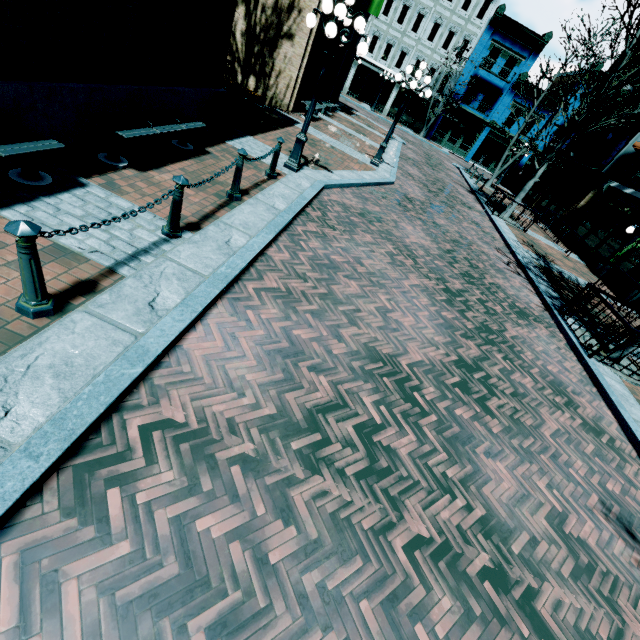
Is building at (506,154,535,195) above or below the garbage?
above

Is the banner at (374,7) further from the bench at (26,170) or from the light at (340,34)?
the bench at (26,170)

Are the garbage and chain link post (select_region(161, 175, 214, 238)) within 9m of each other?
yes

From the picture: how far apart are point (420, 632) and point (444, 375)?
3.1m

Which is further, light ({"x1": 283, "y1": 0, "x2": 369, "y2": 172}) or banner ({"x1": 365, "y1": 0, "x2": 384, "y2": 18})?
banner ({"x1": 365, "y1": 0, "x2": 384, "y2": 18})

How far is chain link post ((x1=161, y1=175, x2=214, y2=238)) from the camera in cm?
398

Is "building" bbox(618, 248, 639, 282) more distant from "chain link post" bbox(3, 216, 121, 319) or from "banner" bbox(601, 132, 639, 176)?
"chain link post" bbox(3, 216, 121, 319)

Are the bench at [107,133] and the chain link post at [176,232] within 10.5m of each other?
yes
